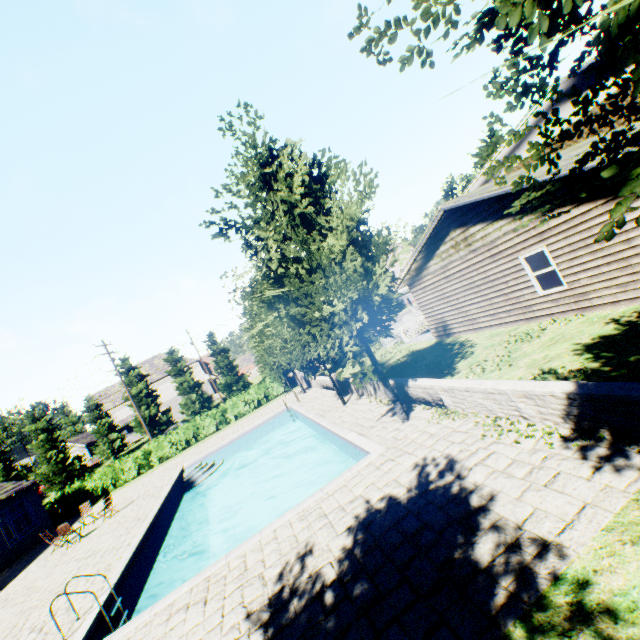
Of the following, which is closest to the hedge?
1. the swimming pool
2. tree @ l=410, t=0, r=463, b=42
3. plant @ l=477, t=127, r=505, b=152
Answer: the swimming pool

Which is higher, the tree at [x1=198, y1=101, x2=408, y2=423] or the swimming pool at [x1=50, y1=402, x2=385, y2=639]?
the tree at [x1=198, y1=101, x2=408, y2=423]

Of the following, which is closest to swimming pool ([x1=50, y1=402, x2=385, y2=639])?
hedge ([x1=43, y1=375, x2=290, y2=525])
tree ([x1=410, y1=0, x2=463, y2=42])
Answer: tree ([x1=410, y1=0, x2=463, y2=42])

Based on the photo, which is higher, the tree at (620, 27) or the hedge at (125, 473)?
the tree at (620, 27)

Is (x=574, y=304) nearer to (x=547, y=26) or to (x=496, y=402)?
(x=496, y=402)

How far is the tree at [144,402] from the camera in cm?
4122

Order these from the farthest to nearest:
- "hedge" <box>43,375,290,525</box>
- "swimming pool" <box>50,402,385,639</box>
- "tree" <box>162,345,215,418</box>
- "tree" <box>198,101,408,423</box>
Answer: "tree" <box>162,345,215,418</box> → "hedge" <box>43,375,290,525</box> → "tree" <box>198,101,408,423</box> → "swimming pool" <box>50,402,385,639</box>
